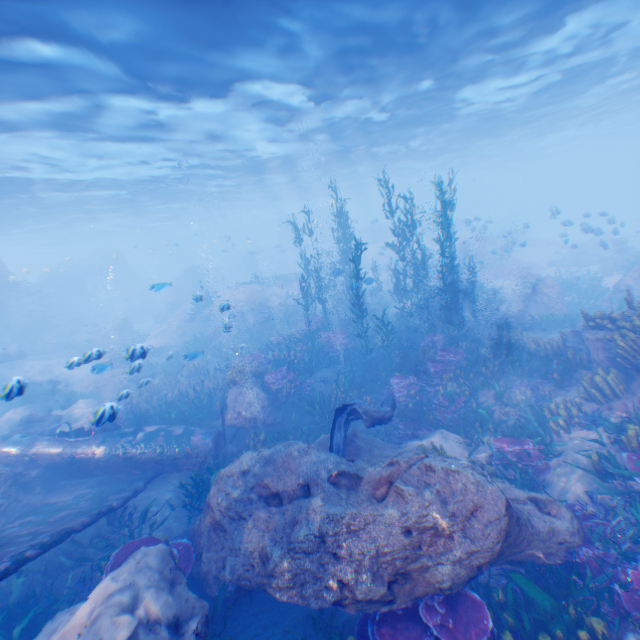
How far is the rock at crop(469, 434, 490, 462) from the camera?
8.6m

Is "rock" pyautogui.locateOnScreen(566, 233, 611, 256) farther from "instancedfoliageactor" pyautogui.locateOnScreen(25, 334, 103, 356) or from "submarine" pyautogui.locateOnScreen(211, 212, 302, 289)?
"instancedfoliageactor" pyautogui.locateOnScreen(25, 334, 103, 356)

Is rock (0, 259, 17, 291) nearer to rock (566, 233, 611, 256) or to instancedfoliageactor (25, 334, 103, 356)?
instancedfoliageactor (25, 334, 103, 356)

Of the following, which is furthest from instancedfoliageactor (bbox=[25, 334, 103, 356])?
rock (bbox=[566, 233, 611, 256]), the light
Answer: rock (bbox=[566, 233, 611, 256])

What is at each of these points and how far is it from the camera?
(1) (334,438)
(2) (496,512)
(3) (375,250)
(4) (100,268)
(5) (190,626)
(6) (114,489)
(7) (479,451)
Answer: (1) eel, 8.1 meters
(2) rock, 5.0 meters
(3) rock, 40.9 meters
(4) rock, 42.8 meters
(5) rock, 4.5 meters
(6) plane, 8.8 meters
(7) rock, 8.8 meters

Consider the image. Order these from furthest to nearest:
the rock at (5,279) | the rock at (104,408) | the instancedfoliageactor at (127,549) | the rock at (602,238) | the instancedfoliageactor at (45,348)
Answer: the rock at (5,279) → the rock at (602,238) → the instancedfoliageactor at (45,348) → the rock at (104,408) → the instancedfoliageactor at (127,549)

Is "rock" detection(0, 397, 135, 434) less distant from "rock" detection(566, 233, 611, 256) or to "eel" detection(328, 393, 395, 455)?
"eel" detection(328, 393, 395, 455)

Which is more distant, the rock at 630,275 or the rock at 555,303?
the rock at 555,303
